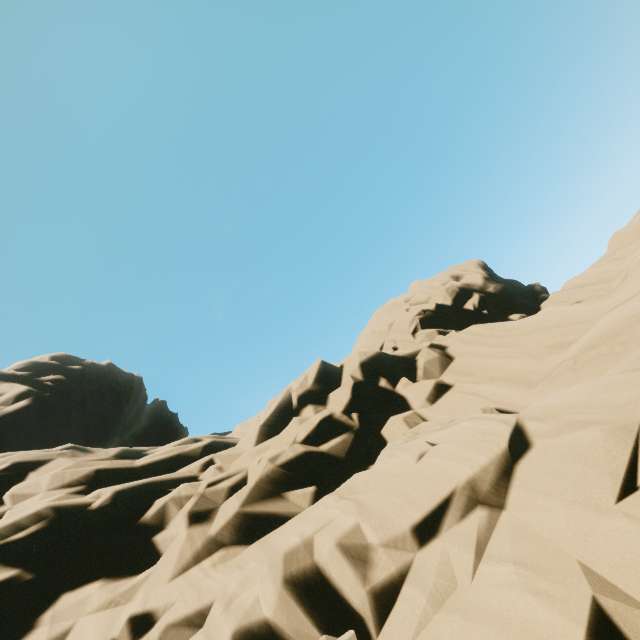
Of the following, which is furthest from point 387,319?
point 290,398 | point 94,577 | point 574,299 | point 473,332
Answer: point 94,577
